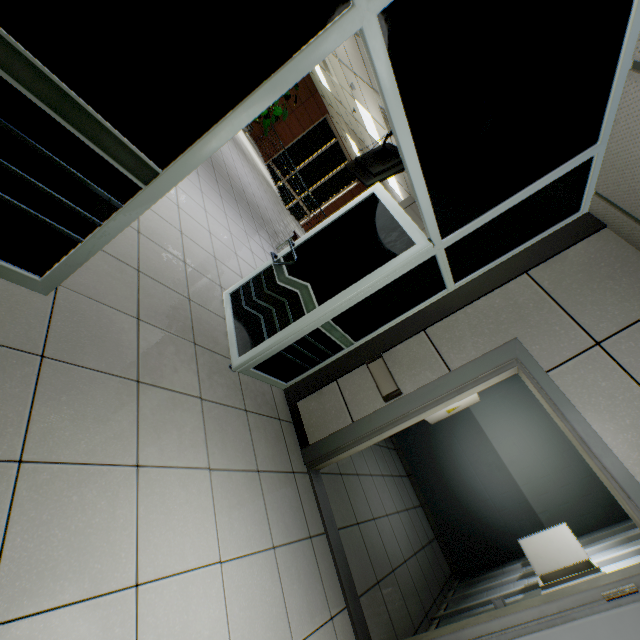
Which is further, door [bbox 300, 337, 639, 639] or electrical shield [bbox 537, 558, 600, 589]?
electrical shield [bbox 537, 558, 600, 589]

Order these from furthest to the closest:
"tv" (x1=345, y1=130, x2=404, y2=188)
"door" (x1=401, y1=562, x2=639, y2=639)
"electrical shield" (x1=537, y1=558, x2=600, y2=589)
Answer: "tv" (x1=345, y1=130, x2=404, y2=188) < "electrical shield" (x1=537, y1=558, x2=600, y2=589) < "door" (x1=401, y1=562, x2=639, y2=639)

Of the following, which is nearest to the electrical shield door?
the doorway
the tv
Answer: the doorway

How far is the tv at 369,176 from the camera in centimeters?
475cm

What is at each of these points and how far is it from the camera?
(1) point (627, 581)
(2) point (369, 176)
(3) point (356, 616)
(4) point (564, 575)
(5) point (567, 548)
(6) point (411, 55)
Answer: (1) door, 1.9m
(2) tv, 5.0m
(3) door, 2.5m
(4) electrical shield, 3.0m
(5) electrical shield door, 3.1m
(6) doorway, 1.4m

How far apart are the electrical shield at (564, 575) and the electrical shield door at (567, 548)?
0.06m

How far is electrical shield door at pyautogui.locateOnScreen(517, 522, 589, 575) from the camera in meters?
3.1

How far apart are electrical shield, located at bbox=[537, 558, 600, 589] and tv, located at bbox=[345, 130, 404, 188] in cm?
483
